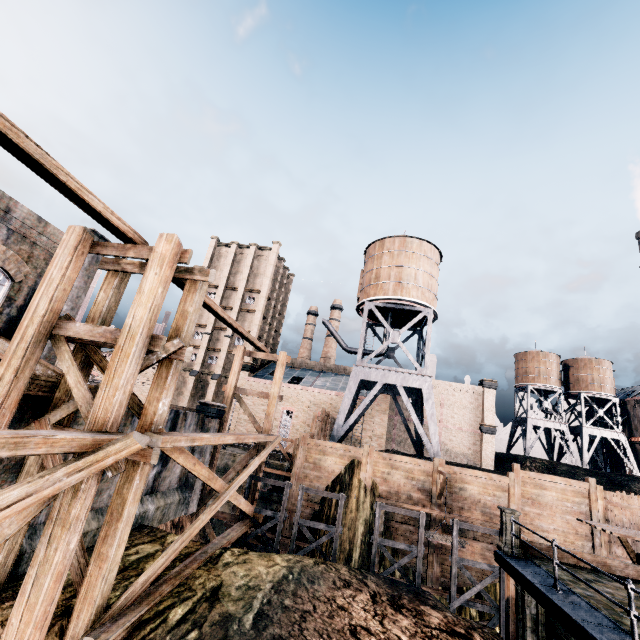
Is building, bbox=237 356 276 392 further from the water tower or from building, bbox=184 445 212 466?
building, bbox=184 445 212 466

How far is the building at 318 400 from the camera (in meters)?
40.47

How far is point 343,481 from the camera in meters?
23.4

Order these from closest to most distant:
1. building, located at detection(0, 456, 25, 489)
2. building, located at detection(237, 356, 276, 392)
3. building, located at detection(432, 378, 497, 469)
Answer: building, located at detection(0, 456, 25, 489)
building, located at detection(237, 356, 276, 392)
building, located at detection(432, 378, 497, 469)

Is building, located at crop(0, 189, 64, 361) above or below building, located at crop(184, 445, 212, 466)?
above

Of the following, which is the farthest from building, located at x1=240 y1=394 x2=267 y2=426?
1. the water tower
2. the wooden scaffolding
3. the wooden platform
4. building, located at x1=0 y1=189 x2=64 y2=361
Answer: the wooden platform

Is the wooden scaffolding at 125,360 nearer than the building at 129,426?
Yes

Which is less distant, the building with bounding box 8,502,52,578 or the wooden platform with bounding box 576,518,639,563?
the building with bounding box 8,502,52,578
